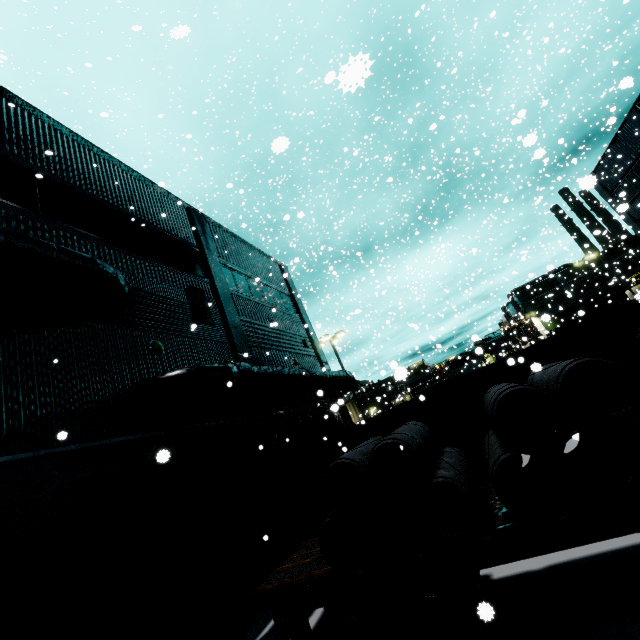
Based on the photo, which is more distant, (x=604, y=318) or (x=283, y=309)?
(x=283, y=309)

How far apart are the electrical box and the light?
1.9m

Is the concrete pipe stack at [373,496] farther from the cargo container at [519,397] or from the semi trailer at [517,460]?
the cargo container at [519,397]

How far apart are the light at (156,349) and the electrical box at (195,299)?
1.9m

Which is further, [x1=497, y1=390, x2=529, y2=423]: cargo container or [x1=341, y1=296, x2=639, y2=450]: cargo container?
[x1=497, y1=390, x2=529, y2=423]: cargo container

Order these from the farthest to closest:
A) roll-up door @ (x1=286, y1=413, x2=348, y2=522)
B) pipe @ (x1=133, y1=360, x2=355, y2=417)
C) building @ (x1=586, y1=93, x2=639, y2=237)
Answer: building @ (x1=586, y1=93, x2=639, y2=237) → roll-up door @ (x1=286, y1=413, x2=348, y2=522) → pipe @ (x1=133, y1=360, x2=355, y2=417)

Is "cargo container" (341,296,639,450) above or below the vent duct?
below

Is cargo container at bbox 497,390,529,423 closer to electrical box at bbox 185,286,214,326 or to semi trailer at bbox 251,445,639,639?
semi trailer at bbox 251,445,639,639
